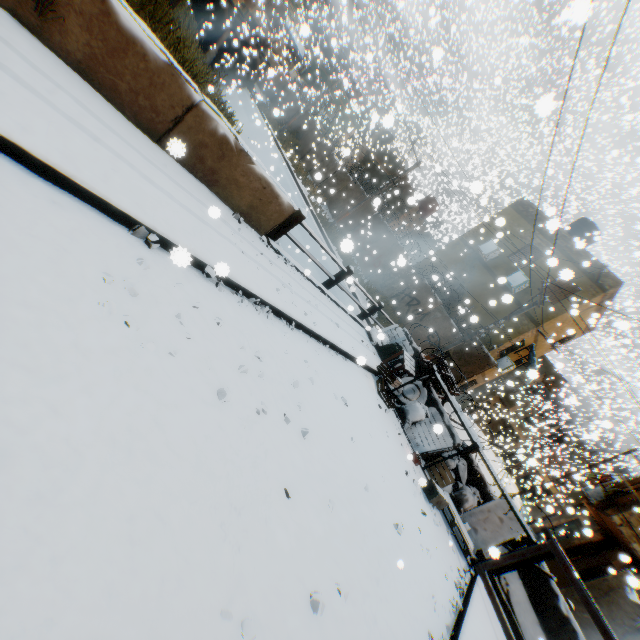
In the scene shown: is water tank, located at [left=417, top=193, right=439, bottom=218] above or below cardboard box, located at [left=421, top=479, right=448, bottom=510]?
above

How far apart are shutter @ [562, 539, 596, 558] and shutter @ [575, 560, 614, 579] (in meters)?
2.00

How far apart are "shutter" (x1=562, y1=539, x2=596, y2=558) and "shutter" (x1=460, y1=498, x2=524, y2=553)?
13.3 meters

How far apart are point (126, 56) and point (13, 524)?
4.6m

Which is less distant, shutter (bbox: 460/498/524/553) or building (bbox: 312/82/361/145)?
shutter (bbox: 460/498/524/553)

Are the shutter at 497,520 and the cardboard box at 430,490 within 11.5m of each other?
yes

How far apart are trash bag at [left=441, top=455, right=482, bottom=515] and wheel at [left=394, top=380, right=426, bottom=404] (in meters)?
1.26

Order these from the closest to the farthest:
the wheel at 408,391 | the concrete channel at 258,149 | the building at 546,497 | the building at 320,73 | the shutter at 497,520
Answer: the shutter at 497,520, the wheel at 408,391, the concrete channel at 258,149, the building at 546,497, the building at 320,73
